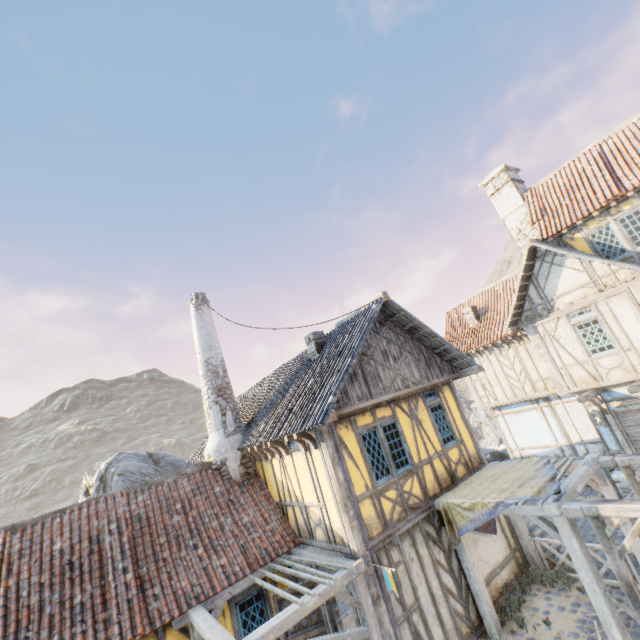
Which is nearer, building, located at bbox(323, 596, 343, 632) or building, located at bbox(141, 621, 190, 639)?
building, located at bbox(141, 621, 190, 639)

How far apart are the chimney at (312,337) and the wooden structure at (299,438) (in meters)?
3.20

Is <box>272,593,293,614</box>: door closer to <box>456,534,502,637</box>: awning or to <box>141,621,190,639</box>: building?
<box>141,621,190,639</box>: building

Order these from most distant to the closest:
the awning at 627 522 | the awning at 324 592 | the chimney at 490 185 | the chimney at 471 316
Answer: the chimney at 471 316, the chimney at 490 185, the awning at 627 522, the awning at 324 592

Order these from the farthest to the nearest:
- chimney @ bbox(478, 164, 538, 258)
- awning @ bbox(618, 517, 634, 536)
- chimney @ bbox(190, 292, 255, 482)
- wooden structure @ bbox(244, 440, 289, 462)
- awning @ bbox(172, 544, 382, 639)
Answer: chimney @ bbox(478, 164, 538, 258), chimney @ bbox(190, 292, 255, 482), wooden structure @ bbox(244, 440, 289, 462), awning @ bbox(618, 517, 634, 536), awning @ bbox(172, 544, 382, 639)

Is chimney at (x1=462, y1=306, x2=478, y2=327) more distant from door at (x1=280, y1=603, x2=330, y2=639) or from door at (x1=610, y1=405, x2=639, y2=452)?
door at (x1=280, y1=603, x2=330, y2=639)

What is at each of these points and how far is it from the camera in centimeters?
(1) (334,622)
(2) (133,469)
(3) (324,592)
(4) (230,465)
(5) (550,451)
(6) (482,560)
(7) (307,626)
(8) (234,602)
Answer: (1) building, 815cm
(2) rock, 1558cm
(3) awning, 635cm
(4) chimney, 1062cm
(5) building, 1505cm
(6) building, 881cm
(7) door, 810cm
(8) building, 797cm

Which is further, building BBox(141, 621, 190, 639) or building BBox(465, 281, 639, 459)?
building BBox(465, 281, 639, 459)
